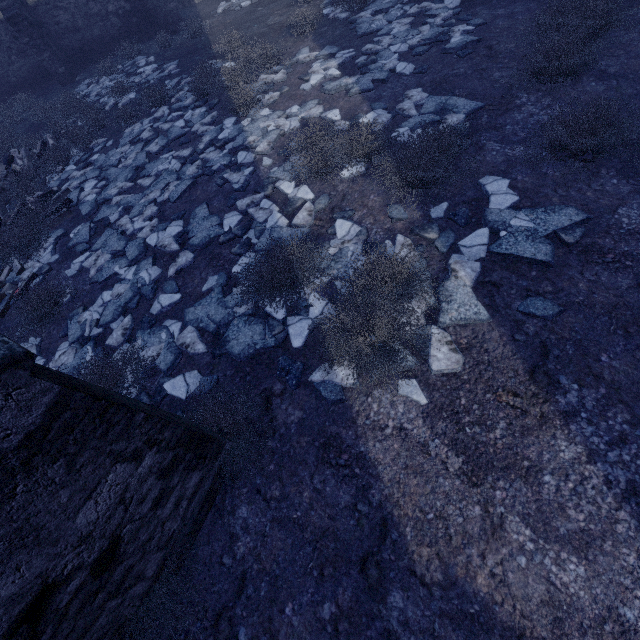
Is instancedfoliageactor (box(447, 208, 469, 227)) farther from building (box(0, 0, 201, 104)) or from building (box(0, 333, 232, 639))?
building (box(0, 0, 201, 104))

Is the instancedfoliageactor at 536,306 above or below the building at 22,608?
below

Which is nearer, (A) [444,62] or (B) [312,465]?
(B) [312,465]

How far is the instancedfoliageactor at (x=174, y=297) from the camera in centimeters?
454cm

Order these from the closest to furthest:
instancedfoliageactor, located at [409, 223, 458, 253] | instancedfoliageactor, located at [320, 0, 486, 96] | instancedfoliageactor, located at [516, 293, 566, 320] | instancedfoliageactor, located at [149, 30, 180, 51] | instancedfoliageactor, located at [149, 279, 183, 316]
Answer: instancedfoliageactor, located at [516, 293, 566, 320] → instancedfoliageactor, located at [409, 223, 458, 253] → instancedfoliageactor, located at [149, 279, 183, 316] → instancedfoliageactor, located at [320, 0, 486, 96] → instancedfoliageactor, located at [149, 30, 180, 51]

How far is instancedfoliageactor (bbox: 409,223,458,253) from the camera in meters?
3.8

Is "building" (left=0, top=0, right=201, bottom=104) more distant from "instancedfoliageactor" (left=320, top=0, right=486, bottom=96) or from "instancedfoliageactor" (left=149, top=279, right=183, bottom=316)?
"instancedfoliageactor" (left=320, top=0, right=486, bottom=96)
